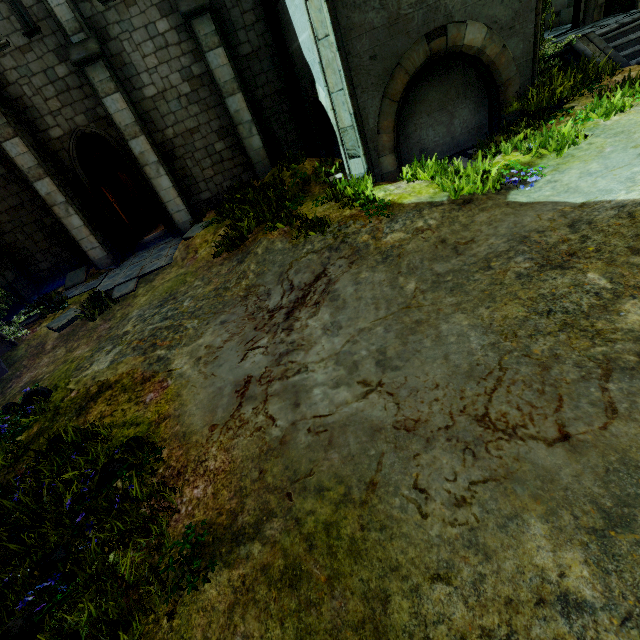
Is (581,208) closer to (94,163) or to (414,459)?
(414,459)

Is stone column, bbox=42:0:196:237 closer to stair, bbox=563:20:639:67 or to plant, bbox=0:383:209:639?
plant, bbox=0:383:209:639

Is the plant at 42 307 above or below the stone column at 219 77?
below

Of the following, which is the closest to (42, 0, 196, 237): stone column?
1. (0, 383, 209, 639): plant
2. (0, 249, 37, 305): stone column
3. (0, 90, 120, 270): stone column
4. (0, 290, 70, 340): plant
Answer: (0, 90, 120, 270): stone column

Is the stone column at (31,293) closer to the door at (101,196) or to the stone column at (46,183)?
the stone column at (46,183)

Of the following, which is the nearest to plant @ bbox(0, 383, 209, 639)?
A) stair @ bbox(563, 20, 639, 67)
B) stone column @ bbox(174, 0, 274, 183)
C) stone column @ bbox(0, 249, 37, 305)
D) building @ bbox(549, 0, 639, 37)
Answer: stone column @ bbox(0, 249, 37, 305)

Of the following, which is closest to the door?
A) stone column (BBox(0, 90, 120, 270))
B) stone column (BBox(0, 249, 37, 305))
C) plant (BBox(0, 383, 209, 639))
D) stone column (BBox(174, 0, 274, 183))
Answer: stone column (BBox(0, 90, 120, 270))

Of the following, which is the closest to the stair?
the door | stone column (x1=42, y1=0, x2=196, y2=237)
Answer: stone column (x1=42, y1=0, x2=196, y2=237)
